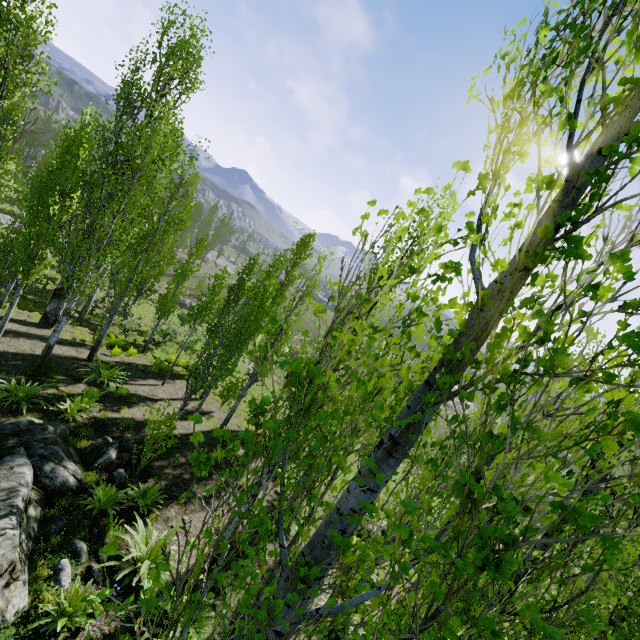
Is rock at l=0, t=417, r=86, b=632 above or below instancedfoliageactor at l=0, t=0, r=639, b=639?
below

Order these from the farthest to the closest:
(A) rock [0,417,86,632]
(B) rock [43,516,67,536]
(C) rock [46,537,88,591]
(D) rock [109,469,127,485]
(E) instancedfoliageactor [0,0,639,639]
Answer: (D) rock [109,469,127,485] → (B) rock [43,516,67,536] → (C) rock [46,537,88,591] → (A) rock [0,417,86,632] → (E) instancedfoliageactor [0,0,639,639]

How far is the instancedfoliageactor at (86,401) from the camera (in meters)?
9.90

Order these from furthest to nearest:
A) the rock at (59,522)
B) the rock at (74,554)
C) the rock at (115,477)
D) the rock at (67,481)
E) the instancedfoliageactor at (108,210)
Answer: the rock at (115,477) → the rock at (59,522) → the rock at (74,554) → the rock at (67,481) → the instancedfoliageactor at (108,210)

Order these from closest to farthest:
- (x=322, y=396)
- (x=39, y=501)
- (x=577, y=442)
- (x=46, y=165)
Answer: (x=577, y=442)
(x=322, y=396)
(x=39, y=501)
(x=46, y=165)

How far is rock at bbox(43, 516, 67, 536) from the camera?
6.5 meters
